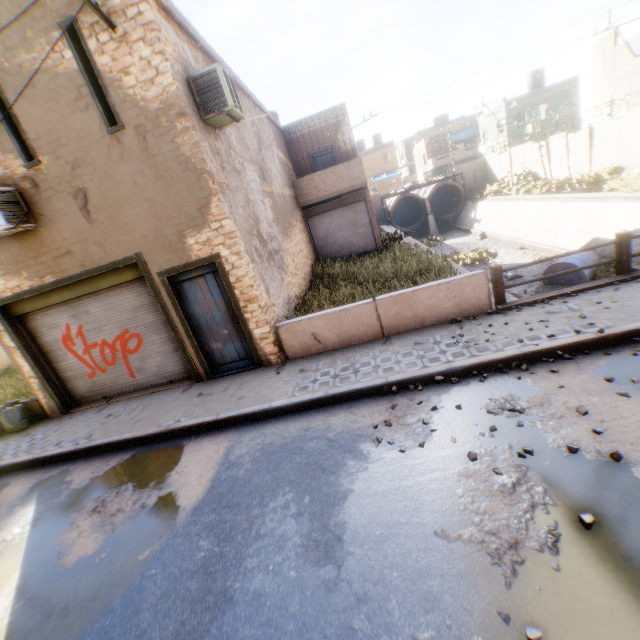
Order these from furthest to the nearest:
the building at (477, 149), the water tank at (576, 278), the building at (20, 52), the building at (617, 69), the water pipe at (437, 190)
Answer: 1. the building at (477, 149)
2. the water pipe at (437, 190)
3. the building at (617, 69)
4. the water tank at (576, 278)
5. the building at (20, 52)

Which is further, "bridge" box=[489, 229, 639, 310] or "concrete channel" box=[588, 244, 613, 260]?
"concrete channel" box=[588, 244, 613, 260]

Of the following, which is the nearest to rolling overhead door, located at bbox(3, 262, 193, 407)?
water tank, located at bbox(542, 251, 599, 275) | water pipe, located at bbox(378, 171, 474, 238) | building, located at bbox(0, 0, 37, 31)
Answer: building, located at bbox(0, 0, 37, 31)

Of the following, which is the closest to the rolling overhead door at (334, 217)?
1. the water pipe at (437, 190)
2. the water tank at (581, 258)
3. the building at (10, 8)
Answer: the building at (10, 8)

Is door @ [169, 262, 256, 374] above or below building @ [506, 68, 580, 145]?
below

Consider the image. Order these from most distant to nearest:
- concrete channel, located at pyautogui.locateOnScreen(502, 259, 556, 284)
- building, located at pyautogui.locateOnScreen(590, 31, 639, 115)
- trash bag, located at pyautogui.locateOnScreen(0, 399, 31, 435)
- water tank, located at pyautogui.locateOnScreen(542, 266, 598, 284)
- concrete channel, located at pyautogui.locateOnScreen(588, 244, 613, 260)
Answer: building, located at pyautogui.locateOnScreen(590, 31, 639, 115) → concrete channel, located at pyautogui.locateOnScreen(502, 259, 556, 284) → concrete channel, located at pyautogui.locateOnScreen(588, 244, 613, 260) → water tank, located at pyautogui.locateOnScreen(542, 266, 598, 284) → trash bag, located at pyautogui.locateOnScreen(0, 399, 31, 435)

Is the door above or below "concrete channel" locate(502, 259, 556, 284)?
above

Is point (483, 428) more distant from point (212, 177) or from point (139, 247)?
point (139, 247)
